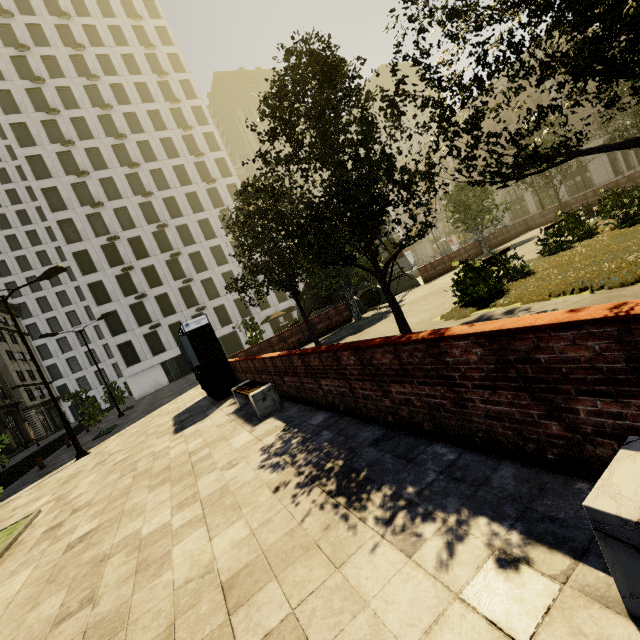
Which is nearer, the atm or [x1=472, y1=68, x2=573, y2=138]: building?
the atm

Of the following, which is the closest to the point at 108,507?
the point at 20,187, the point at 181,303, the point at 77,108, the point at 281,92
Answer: the point at 281,92

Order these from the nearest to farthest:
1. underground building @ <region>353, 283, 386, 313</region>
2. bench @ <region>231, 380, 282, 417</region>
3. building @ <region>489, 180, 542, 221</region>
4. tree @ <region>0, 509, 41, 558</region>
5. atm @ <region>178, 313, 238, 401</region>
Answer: tree @ <region>0, 509, 41, 558</region>
bench @ <region>231, 380, 282, 417</region>
atm @ <region>178, 313, 238, 401</region>
underground building @ <region>353, 283, 386, 313</region>
building @ <region>489, 180, 542, 221</region>

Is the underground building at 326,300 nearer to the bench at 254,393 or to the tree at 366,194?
the tree at 366,194

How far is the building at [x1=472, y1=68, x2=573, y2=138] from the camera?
40.2m

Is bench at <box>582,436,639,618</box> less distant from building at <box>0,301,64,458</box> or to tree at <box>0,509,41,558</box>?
tree at <box>0,509,41,558</box>

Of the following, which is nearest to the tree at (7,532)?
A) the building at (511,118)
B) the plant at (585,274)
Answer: the plant at (585,274)
